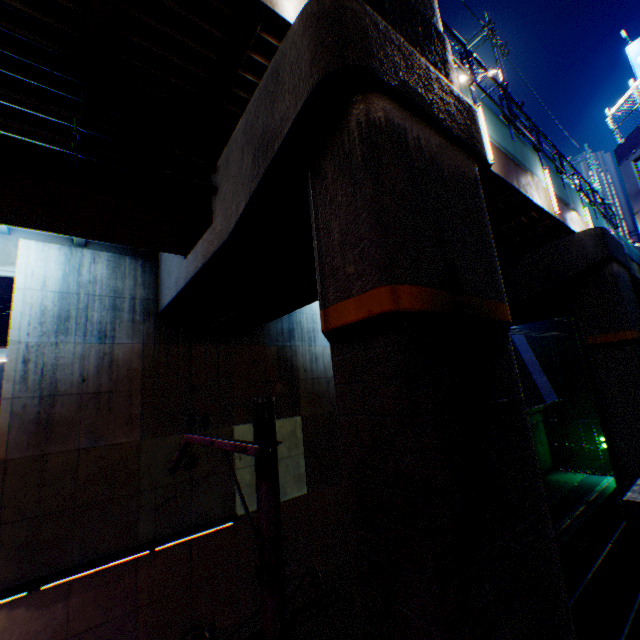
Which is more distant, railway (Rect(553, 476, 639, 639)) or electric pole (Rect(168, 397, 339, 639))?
railway (Rect(553, 476, 639, 639))

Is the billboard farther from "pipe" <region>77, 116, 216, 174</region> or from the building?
"pipe" <region>77, 116, 216, 174</region>

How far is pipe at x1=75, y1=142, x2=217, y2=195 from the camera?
5.56m

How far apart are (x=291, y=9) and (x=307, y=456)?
Result: 13.4 meters

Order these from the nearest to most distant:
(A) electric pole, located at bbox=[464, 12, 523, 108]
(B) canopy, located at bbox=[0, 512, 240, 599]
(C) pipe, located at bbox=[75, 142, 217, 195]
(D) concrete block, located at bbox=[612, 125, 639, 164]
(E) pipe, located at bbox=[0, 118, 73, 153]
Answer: (E) pipe, located at bbox=[0, 118, 73, 153] < (C) pipe, located at bbox=[75, 142, 217, 195] < (B) canopy, located at bbox=[0, 512, 240, 599] < (A) electric pole, located at bbox=[464, 12, 523, 108] < (D) concrete block, located at bbox=[612, 125, 639, 164]

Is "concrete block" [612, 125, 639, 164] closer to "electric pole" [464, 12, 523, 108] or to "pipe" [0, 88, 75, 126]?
"electric pole" [464, 12, 523, 108]

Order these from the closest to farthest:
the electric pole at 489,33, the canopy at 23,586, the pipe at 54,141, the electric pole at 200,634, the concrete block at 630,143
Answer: the electric pole at 200,634
the pipe at 54,141
the canopy at 23,586
the electric pole at 489,33
the concrete block at 630,143

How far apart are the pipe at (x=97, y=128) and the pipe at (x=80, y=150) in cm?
30
